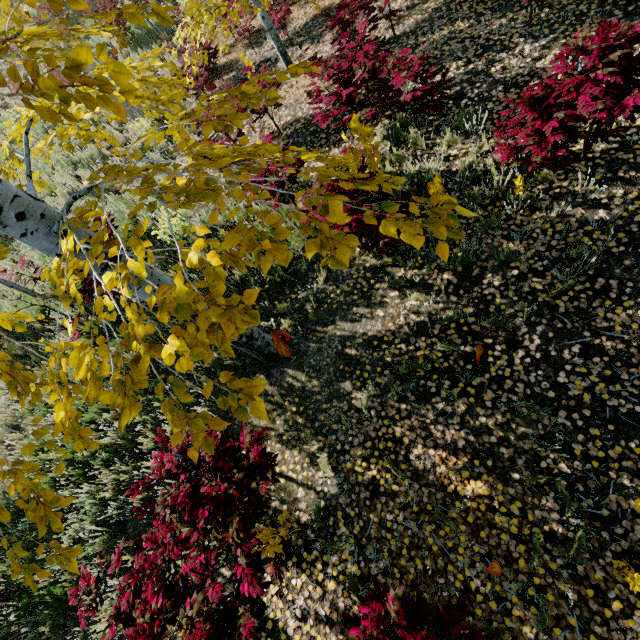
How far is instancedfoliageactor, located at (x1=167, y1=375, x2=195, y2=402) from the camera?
1.2 meters

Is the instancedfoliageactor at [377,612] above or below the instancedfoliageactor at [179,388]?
below

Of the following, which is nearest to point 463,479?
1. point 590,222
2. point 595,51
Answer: point 590,222

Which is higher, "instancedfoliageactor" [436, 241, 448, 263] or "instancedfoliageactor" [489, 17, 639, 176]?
"instancedfoliageactor" [436, 241, 448, 263]

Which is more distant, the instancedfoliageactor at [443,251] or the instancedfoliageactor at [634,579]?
the instancedfoliageactor at [634,579]

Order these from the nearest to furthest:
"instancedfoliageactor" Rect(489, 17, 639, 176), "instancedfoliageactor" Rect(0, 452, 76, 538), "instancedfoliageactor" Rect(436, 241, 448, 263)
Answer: "instancedfoliageactor" Rect(436, 241, 448, 263) < "instancedfoliageactor" Rect(0, 452, 76, 538) < "instancedfoliageactor" Rect(489, 17, 639, 176)
